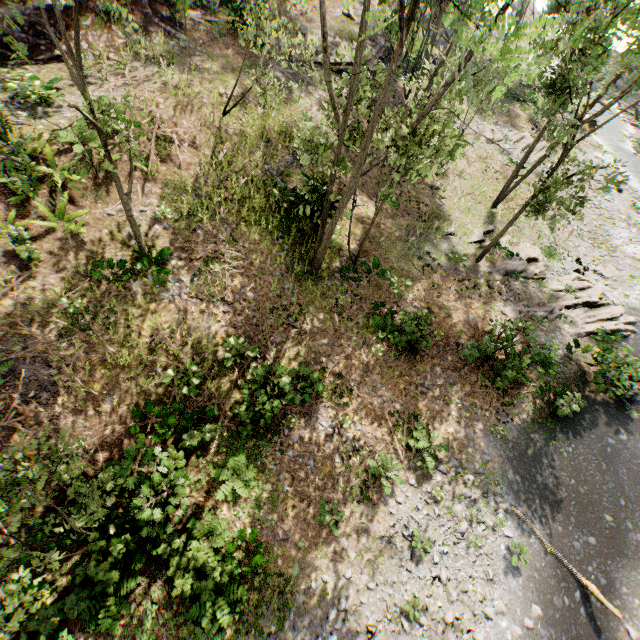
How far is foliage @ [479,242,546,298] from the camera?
18.5 meters

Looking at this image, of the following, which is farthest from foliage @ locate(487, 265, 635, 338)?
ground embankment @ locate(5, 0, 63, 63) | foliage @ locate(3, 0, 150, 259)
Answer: foliage @ locate(3, 0, 150, 259)

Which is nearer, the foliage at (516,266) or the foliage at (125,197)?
the foliage at (125,197)

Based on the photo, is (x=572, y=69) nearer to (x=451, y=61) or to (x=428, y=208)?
(x=451, y=61)

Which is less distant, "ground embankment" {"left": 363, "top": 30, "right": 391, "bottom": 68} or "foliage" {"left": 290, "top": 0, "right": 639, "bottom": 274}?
"foliage" {"left": 290, "top": 0, "right": 639, "bottom": 274}

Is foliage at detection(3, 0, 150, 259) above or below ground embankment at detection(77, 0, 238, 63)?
above

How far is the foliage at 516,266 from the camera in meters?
18.5 m

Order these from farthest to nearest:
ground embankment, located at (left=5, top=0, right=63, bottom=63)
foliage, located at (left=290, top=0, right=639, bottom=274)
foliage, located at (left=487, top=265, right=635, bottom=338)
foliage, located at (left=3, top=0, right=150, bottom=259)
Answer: foliage, located at (left=487, top=265, right=635, bottom=338) → ground embankment, located at (left=5, top=0, right=63, bottom=63) → foliage, located at (left=3, top=0, right=150, bottom=259) → foliage, located at (left=290, top=0, right=639, bottom=274)
